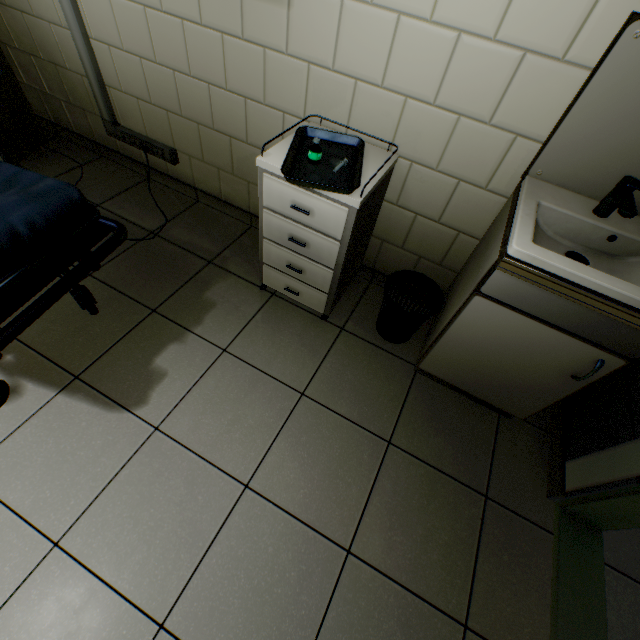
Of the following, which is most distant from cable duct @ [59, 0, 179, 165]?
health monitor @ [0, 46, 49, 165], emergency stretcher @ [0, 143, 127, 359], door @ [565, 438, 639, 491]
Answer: door @ [565, 438, 639, 491]

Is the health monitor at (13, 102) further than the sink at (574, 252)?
Yes

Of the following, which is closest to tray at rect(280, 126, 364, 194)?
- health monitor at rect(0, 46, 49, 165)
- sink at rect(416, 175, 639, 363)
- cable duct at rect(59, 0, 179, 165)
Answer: sink at rect(416, 175, 639, 363)

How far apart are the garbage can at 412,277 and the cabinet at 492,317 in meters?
0.2 m

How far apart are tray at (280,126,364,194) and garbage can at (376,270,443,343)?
0.61m

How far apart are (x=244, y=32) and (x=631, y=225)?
1.9 meters

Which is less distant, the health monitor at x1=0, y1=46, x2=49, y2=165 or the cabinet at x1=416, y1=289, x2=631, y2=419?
the cabinet at x1=416, y1=289, x2=631, y2=419

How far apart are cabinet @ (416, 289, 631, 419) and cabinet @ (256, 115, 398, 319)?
0.6m
